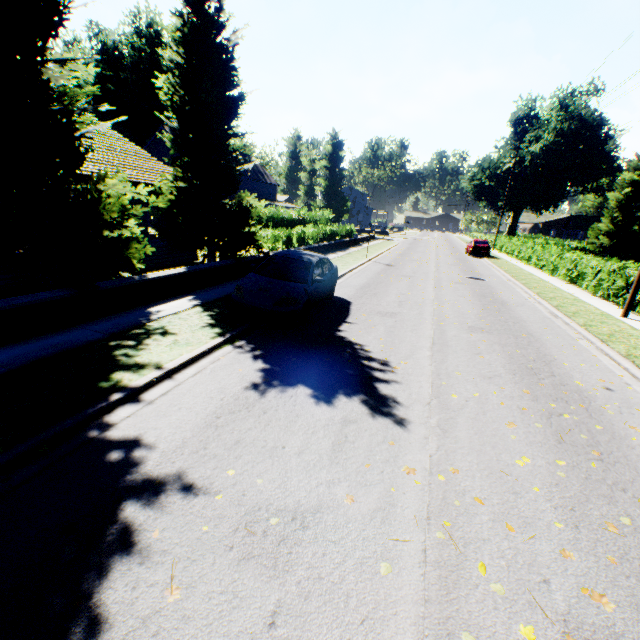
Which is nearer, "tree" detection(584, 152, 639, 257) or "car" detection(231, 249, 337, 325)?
"car" detection(231, 249, 337, 325)

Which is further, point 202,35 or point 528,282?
point 528,282

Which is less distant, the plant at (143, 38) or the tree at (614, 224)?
the tree at (614, 224)

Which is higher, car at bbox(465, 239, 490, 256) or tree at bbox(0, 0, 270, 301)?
tree at bbox(0, 0, 270, 301)

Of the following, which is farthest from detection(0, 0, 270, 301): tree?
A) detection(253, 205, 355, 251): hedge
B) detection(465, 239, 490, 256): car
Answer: detection(465, 239, 490, 256): car

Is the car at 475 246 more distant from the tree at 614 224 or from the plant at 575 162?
the plant at 575 162

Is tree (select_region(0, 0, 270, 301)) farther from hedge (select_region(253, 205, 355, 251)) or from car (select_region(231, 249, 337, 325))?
car (select_region(231, 249, 337, 325))

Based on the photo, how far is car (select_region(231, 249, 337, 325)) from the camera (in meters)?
7.88
